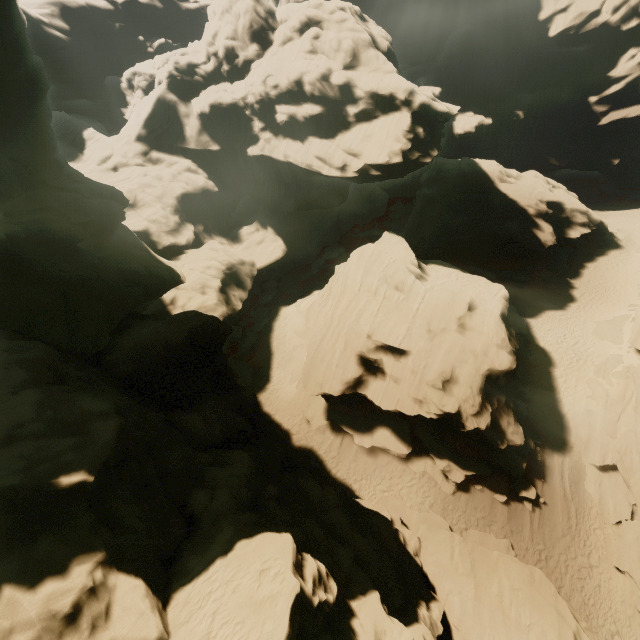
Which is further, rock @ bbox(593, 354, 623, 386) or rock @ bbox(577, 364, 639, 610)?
rock @ bbox(593, 354, 623, 386)

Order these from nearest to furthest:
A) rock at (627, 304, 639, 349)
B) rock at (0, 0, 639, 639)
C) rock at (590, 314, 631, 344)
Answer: rock at (0, 0, 639, 639) < rock at (627, 304, 639, 349) < rock at (590, 314, 631, 344)

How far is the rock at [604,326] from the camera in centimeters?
2630cm

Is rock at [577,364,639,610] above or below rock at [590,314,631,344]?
below

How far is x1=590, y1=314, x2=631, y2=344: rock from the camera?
26.3m

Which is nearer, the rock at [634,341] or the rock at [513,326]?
the rock at [513,326]

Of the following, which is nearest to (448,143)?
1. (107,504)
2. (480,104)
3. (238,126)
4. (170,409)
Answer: (480,104)
